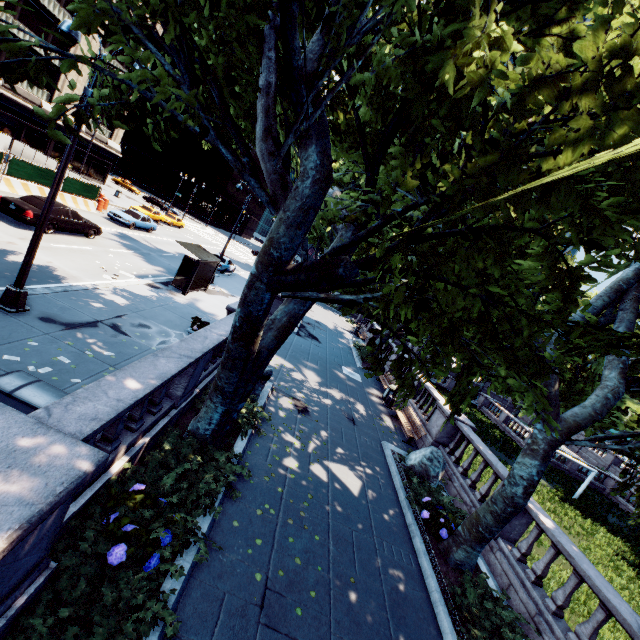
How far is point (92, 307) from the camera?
11.10m

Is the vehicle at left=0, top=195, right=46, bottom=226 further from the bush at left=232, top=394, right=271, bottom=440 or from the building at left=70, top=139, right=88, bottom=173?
the building at left=70, top=139, right=88, bottom=173

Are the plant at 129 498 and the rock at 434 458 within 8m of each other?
no

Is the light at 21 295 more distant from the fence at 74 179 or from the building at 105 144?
the building at 105 144

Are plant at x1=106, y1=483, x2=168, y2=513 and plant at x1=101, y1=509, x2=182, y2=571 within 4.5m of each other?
yes

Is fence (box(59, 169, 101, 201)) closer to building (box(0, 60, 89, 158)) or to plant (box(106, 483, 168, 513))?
building (box(0, 60, 89, 158))

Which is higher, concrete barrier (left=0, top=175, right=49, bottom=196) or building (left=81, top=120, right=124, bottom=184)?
building (left=81, top=120, right=124, bottom=184)
